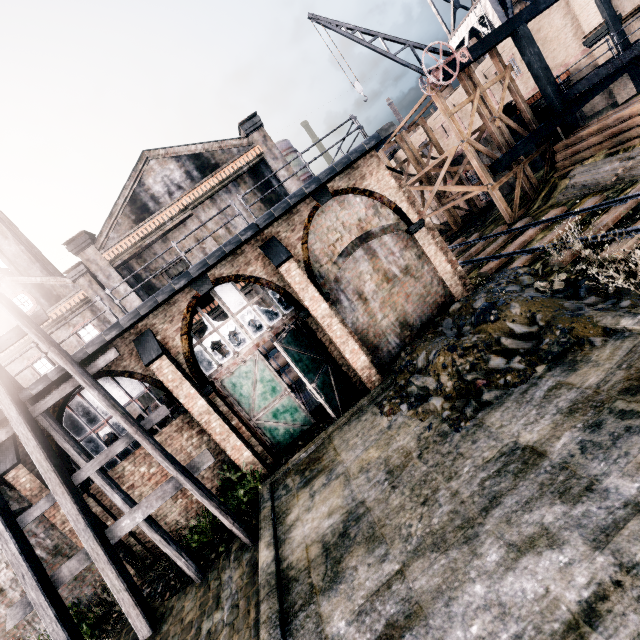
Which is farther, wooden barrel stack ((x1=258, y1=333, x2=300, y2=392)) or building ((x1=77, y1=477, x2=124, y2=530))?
wooden barrel stack ((x1=258, y1=333, x2=300, y2=392))

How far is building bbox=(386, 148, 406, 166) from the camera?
44.3 meters

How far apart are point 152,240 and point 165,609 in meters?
22.4 m

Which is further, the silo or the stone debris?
the silo

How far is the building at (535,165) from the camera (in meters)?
23.41

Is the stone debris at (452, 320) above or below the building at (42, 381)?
below

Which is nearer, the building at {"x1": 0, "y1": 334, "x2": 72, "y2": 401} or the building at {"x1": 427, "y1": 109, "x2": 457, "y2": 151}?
the building at {"x1": 0, "y1": 334, "x2": 72, "y2": 401}

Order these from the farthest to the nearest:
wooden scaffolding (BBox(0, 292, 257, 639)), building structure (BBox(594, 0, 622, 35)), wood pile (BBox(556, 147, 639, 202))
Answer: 1. building structure (BBox(594, 0, 622, 35))
2. wood pile (BBox(556, 147, 639, 202))
3. wooden scaffolding (BBox(0, 292, 257, 639))
